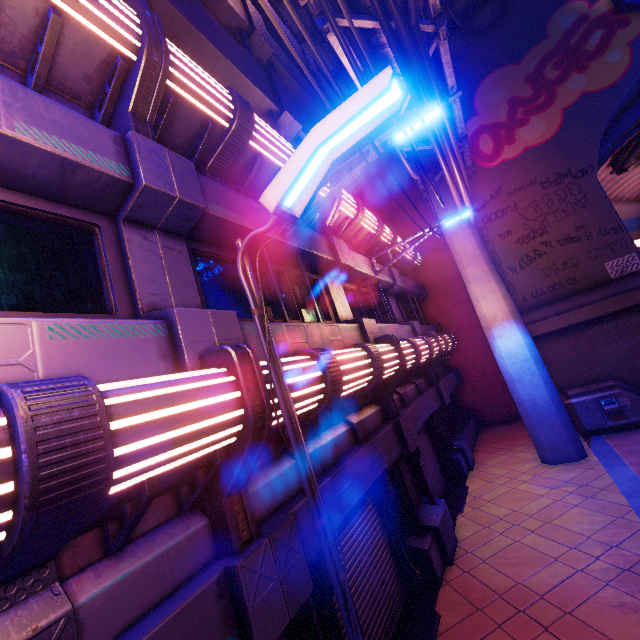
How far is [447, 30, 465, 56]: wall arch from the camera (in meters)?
14.44

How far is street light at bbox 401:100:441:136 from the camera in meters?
4.8

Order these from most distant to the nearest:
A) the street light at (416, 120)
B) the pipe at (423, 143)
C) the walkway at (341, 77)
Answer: the pipe at (423, 143)
the walkway at (341, 77)
the street light at (416, 120)

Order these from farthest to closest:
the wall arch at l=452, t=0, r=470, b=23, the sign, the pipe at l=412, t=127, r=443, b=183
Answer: the wall arch at l=452, t=0, r=470, b=23 → the sign → the pipe at l=412, t=127, r=443, b=183

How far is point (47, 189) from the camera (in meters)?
3.23

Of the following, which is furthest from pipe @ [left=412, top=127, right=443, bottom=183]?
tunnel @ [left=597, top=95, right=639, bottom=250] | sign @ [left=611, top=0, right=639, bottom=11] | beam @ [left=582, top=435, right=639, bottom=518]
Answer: beam @ [left=582, top=435, right=639, bottom=518]

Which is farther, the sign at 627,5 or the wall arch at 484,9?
the wall arch at 484,9

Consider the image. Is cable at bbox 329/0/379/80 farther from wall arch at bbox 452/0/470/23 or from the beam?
the beam
